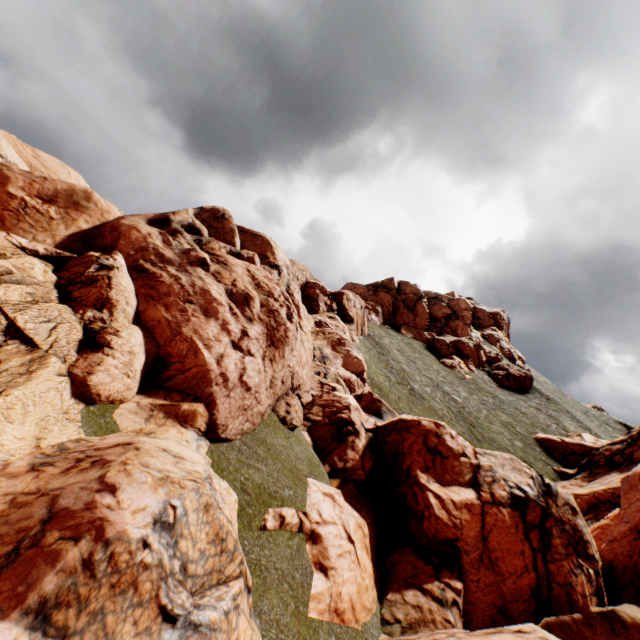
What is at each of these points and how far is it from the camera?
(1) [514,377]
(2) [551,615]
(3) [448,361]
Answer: (1) rock, 57.3m
(2) rock, 10.8m
(3) rock, 57.1m

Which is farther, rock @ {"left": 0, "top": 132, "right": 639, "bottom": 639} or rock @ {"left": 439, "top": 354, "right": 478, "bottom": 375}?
rock @ {"left": 439, "top": 354, "right": 478, "bottom": 375}

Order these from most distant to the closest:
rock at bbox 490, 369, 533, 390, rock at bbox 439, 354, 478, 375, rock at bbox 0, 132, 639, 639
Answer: rock at bbox 490, 369, 533, 390
rock at bbox 439, 354, 478, 375
rock at bbox 0, 132, 639, 639

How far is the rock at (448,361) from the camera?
56.07m

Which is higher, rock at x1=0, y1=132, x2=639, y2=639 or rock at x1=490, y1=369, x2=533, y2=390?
rock at x1=490, y1=369, x2=533, y2=390
